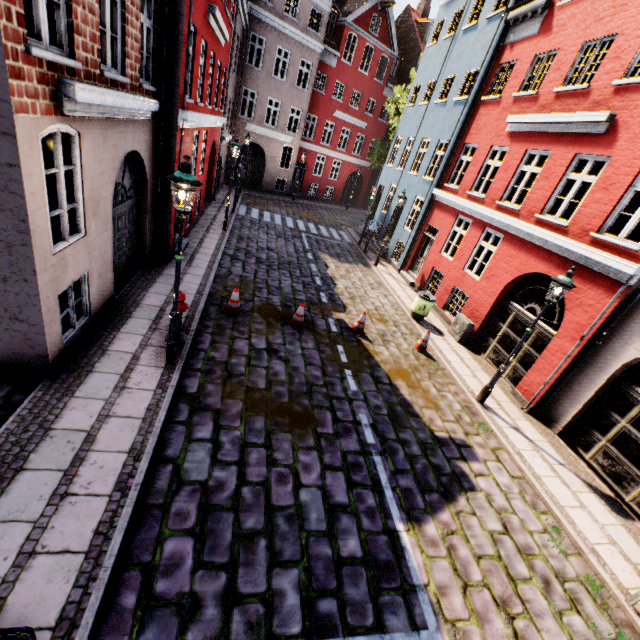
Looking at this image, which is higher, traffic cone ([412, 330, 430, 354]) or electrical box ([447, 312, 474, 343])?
electrical box ([447, 312, 474, 343])

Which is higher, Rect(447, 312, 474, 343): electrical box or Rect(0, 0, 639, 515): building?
Rect(0, 0, 639, 515): building

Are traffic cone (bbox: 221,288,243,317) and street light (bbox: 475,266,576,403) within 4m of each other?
no

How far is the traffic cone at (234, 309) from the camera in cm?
902

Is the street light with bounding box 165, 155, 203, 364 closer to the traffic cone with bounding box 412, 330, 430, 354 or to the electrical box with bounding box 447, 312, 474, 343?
the traffic cone with bounding box 412, 330, 430, 354

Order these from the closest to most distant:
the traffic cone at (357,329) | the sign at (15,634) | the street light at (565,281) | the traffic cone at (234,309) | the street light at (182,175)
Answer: the sign at (15,634) → the street light at (182,175) → the street light at (565,281) → the traffic cone at (234,309) → the traffic cone at (357,329)

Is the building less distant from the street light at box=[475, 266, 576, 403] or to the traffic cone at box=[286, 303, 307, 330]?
the street light at box=[475, 266, 576, 403]

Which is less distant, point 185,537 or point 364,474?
point 185,537
